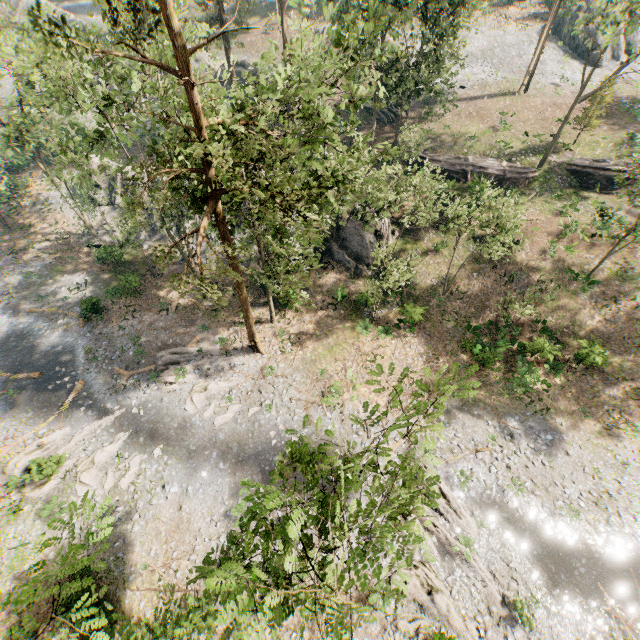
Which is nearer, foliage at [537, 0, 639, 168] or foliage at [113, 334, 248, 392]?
foliage at [537, 0, 639, 168]

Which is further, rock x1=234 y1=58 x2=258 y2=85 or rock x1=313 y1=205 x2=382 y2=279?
rock x1=234 y1=58 x2=258 y2=85

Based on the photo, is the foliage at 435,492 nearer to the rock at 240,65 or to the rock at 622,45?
the rock at 622,45

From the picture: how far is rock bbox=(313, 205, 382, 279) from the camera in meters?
27.8

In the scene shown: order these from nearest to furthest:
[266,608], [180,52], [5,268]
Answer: [266,608], [180,52], [5,268]

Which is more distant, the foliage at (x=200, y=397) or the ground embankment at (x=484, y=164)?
the ground embankment at (x=484, y=164)

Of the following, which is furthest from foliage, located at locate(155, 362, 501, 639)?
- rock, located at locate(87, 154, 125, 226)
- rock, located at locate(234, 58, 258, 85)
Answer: rock, located at locate(234, 58, 258, 85)

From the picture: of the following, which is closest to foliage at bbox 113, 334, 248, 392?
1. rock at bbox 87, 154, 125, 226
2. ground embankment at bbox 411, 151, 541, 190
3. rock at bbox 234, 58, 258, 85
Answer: ground embankment at bbox 411, 151, 541, 190
